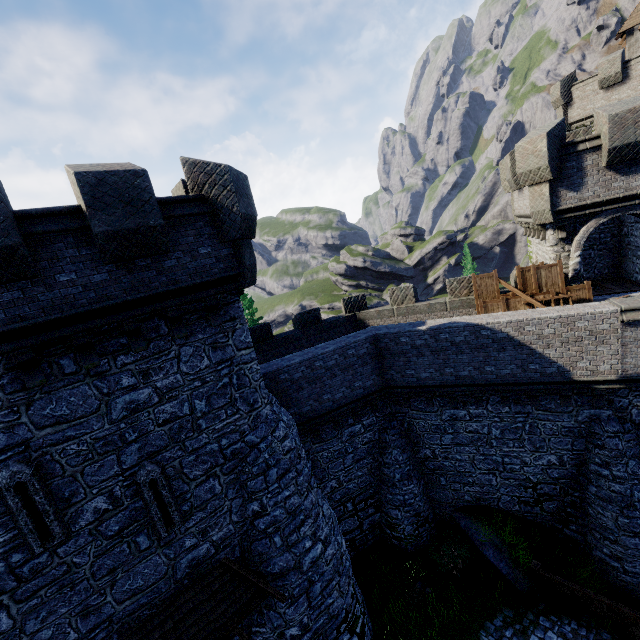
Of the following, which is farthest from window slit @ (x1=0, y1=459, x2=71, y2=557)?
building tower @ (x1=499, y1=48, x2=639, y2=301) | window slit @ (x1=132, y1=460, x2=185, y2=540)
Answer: building tower @ (x1=499, y1=48, x2=639, y2=301)

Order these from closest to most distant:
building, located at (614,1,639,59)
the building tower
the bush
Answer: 1. the building tower
2. the bush
3. building, located at (614,1,639,59)

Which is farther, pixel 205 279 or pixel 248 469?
pixel 248 469

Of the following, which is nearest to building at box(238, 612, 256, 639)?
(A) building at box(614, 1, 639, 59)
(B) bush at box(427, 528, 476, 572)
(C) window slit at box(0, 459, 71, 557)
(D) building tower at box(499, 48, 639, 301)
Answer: (C) window slit at box(0, 459, 71, 557)

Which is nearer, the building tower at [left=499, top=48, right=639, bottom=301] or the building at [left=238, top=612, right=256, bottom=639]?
the building at [left=238, top=612, right=256, bottom=639]

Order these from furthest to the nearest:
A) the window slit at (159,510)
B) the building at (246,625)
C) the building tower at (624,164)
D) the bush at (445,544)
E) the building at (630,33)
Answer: the building at (630,33), the bush at (445,544), the building tower at (624,164), the building at (246,625), the window slit at (159,510)

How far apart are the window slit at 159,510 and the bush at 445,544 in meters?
11.1 m

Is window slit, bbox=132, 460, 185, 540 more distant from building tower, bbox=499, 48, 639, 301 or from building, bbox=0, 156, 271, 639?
building tower, bbox=499, 48, 639, 301
